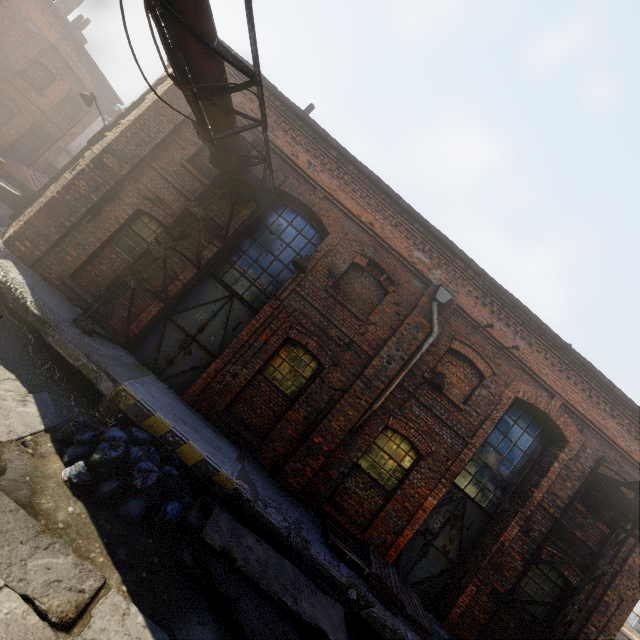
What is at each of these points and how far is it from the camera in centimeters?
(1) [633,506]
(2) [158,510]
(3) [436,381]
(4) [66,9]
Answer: (1) pipe, 754cm
(2) trash bag, 538cm
(3) light, 739cm
(4) building, 1719cm

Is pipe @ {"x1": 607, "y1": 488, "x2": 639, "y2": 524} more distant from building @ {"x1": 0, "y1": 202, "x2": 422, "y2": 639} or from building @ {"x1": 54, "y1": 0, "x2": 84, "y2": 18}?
building @ {"x1": 54, "y1": 0, "x2": 84, "y2": 18}

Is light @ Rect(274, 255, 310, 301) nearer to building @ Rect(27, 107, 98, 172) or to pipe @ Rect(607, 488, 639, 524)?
pipe @ Rect(607, 488, 639, 524)

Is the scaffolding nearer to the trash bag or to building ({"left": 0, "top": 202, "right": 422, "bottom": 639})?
building ({"left": 0, "top": 202, "right": 422, "bottom": 639})

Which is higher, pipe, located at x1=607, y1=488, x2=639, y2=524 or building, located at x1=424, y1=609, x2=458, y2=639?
pipe, located at x1=607, y1=488, x2=639, y2=524

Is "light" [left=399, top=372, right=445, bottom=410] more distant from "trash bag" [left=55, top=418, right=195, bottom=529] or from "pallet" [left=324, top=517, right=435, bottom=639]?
"trash bag" [left=55, top=418, right=195, bottom=529]

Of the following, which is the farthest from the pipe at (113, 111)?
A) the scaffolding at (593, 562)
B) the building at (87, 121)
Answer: the scaffolding at (593, 562)

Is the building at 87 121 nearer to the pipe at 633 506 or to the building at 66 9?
the building at 66 9
